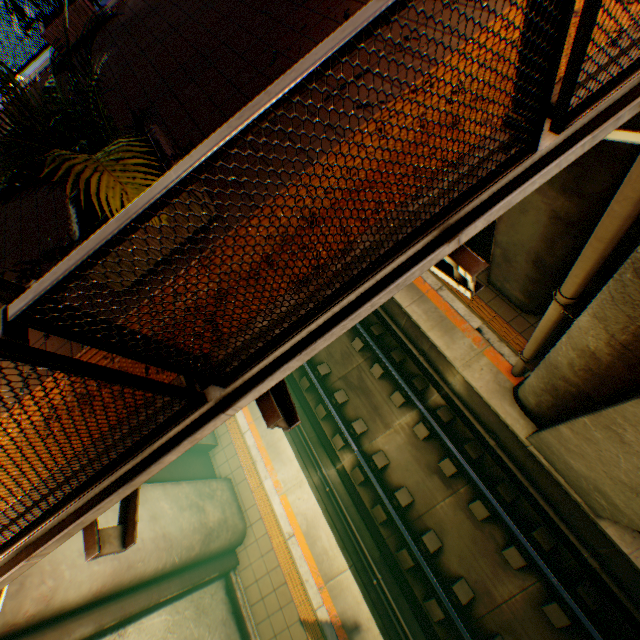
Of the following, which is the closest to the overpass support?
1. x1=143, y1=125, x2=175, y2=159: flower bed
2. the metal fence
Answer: the metal fence

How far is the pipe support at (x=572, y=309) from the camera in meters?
3.6

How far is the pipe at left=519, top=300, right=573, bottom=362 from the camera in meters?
Result: 4.0 m

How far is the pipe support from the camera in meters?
3.6 m

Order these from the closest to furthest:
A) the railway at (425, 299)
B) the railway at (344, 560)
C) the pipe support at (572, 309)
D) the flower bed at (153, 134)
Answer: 1. the flower bed at (153, 134)
2. the pipe support at (572, 309)
3. the railway at (425, 299)
4. the railway at (344, 560)

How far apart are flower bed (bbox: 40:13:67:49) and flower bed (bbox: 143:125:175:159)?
5.89m

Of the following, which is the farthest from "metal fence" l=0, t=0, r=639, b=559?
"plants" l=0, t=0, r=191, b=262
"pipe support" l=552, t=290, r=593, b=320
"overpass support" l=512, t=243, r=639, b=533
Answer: "pipe support" l=552, t=290, r=593, b=320

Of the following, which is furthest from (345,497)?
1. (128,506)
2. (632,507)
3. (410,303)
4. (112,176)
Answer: (112,176)
